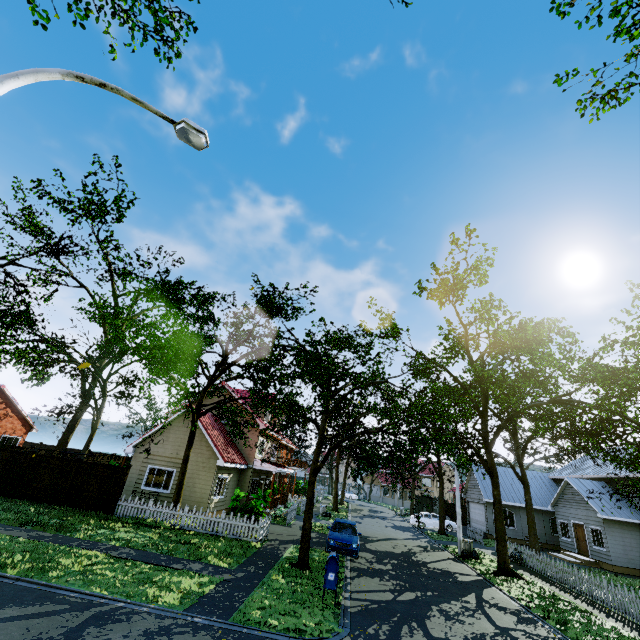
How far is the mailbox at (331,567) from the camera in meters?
10.0 m

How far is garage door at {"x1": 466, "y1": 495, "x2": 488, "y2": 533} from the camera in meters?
31.0 m

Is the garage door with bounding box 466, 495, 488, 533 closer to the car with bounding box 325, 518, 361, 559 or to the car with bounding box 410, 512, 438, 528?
the car with bounding box 410, 512, 438, 528

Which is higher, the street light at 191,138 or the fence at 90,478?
the street light at 191,138

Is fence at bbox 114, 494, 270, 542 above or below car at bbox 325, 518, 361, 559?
above

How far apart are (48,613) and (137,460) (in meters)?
15.71

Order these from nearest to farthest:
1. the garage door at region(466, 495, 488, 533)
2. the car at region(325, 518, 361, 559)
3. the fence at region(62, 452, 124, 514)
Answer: the car at region(325, 518, 361, 559) → the fence at region(62, 452, 124, 514) → the garage door at region(466, 495, 488, 533)

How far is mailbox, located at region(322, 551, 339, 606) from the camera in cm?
1000
